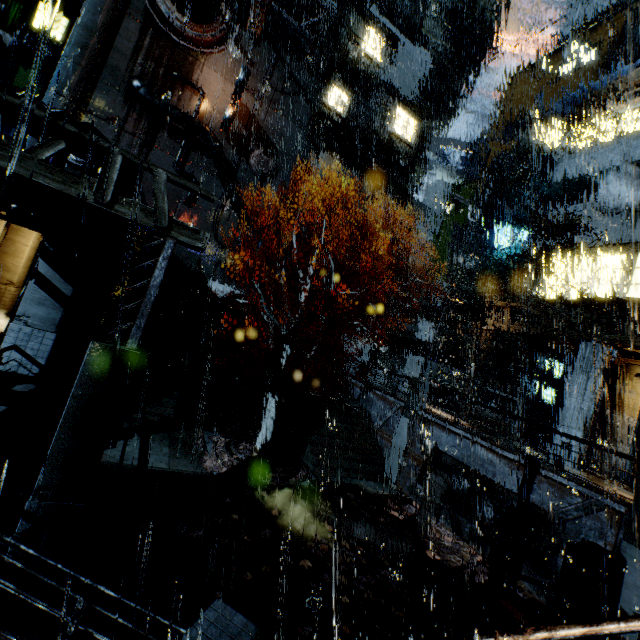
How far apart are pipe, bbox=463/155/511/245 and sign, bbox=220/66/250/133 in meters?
25.5

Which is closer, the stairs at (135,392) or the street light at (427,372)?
the stairs at (135,392)

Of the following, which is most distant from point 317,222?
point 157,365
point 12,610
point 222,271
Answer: point 12,610

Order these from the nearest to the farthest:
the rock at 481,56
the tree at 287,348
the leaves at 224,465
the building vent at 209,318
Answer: the leaves at 224,465 < the tree at 287,348 < the building vent at 209,318 < the rock at 481,56

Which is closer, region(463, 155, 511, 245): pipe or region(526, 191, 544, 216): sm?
region(526, 191, 544, 216): sm

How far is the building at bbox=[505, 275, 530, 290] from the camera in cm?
2325

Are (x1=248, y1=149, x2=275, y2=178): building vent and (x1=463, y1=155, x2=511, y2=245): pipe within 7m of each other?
no

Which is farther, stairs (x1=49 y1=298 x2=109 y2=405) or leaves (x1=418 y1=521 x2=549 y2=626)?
stairs (x1=49 y1=298 x2=109 y2=405)
